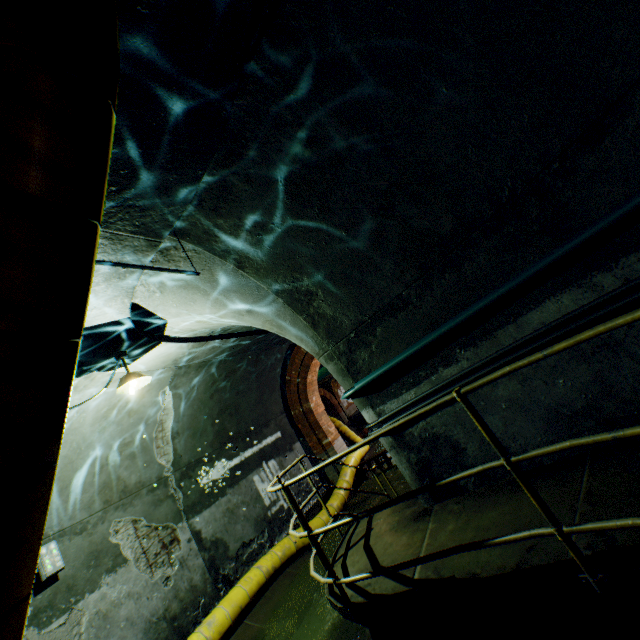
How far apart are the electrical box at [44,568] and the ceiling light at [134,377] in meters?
2.2

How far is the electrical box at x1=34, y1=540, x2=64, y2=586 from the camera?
4.1 meters

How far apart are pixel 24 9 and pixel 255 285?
2.98m

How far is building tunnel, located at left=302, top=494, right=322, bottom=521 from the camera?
8.38m

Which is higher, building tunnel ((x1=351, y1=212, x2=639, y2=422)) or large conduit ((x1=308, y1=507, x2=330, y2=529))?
building tunnel ((x1=351, y1=212, x2=639, y2=422))

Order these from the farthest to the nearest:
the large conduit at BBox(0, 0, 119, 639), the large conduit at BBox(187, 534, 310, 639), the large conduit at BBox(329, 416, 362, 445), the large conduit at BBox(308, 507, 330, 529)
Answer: the large conduit at BBox(329, 416, 362, 445), the large conduit at BBox(308, 507, 330, 529), the large conduit at BBox(187, 534, 310, 639), the large conduit at BBox(0, 0, 119, 639)

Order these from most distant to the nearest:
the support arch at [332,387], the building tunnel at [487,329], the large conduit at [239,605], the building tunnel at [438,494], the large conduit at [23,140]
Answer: the support arch at [332,387] < the large conduit at [239,605] < the building tunnel at [438,494] < the building tunnel at [487,329] < the large conduit at [23,140]
